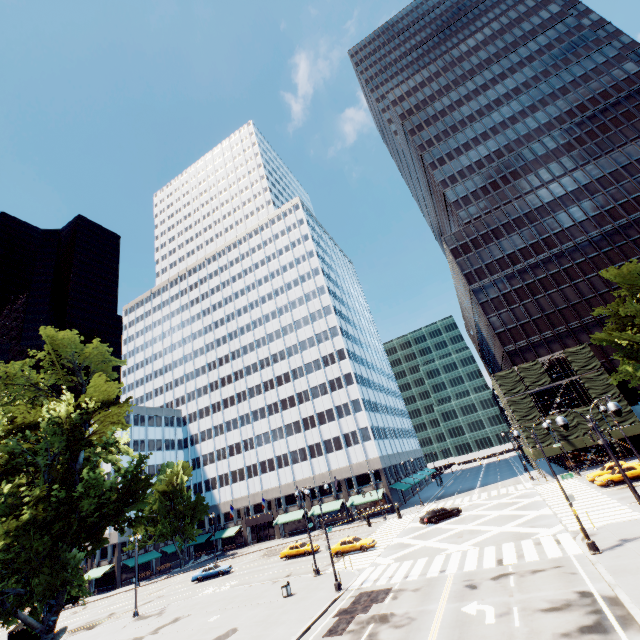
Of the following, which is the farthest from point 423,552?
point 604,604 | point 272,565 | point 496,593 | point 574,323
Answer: point 574,323

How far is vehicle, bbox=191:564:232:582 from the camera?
42.5 meters

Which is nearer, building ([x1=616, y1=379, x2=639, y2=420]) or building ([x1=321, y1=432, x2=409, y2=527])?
building ([x1=616, y1=379, x2=639, y2=420])

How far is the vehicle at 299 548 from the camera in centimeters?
4016cm

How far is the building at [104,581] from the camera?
57.2 meters

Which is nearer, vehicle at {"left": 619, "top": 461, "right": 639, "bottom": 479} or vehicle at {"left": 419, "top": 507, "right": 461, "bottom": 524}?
vehicle at {"left": 619, "top": 461, "right": 639, "bottom": 479}

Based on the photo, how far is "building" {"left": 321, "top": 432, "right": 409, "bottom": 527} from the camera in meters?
55.9 m

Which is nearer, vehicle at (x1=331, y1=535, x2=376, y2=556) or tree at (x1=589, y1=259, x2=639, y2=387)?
tree at (x1=589, y1=259, x2=639, y2=387)
